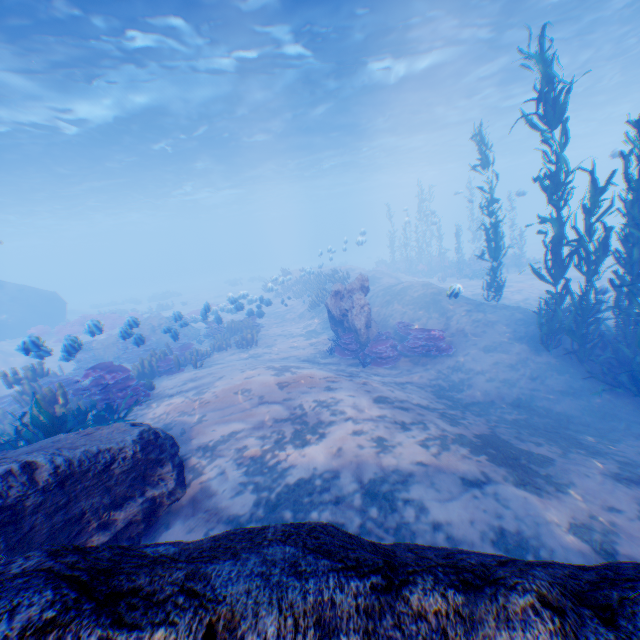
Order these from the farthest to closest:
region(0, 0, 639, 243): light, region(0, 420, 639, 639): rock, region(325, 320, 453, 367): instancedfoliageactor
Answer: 1. region(0, 0, 639, 243): light
2. region(325, 320, 453, 367): instancedfoliageactor
3. region(0, 420, 639, 639): rock

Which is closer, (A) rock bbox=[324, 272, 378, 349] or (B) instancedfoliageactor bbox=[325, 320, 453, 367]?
(B) instancedfoliageactor bbox=[325, 320, 453, 367]

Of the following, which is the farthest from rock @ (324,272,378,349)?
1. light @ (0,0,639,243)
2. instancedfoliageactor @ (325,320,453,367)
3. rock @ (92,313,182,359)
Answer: light @ (0,0,639,243)

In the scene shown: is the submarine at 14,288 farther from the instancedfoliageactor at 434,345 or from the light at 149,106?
the instancedfoliageactor at 434,345

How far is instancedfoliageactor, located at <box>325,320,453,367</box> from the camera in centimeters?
1062cm

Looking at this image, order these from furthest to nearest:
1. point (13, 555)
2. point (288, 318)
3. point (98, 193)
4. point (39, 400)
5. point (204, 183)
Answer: point (204, 183)
point (98, 193)
point (288, 318)
point (39, 400)
point (13, 555)

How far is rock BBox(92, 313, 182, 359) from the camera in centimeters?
1092cm

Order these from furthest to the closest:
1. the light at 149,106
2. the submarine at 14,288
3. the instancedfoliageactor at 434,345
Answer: the submarine at 14,288 → the light at 149,106 → the instancedfoliageactor at 434,345
